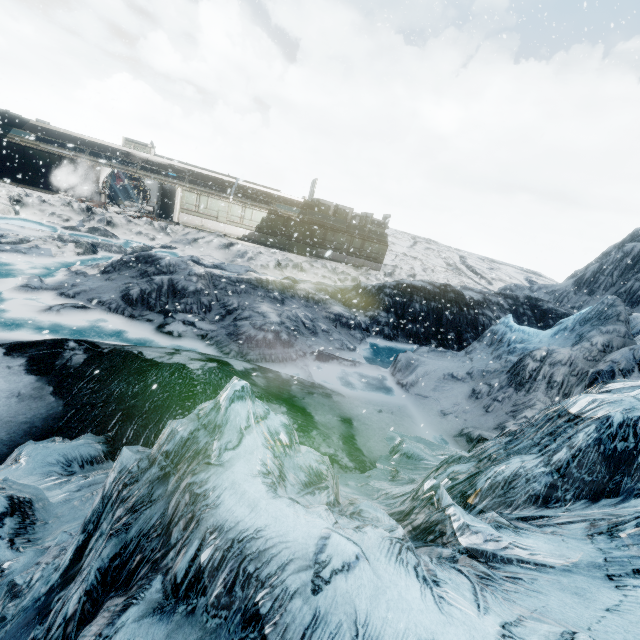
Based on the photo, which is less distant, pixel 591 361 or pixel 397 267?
pixel 591 361
